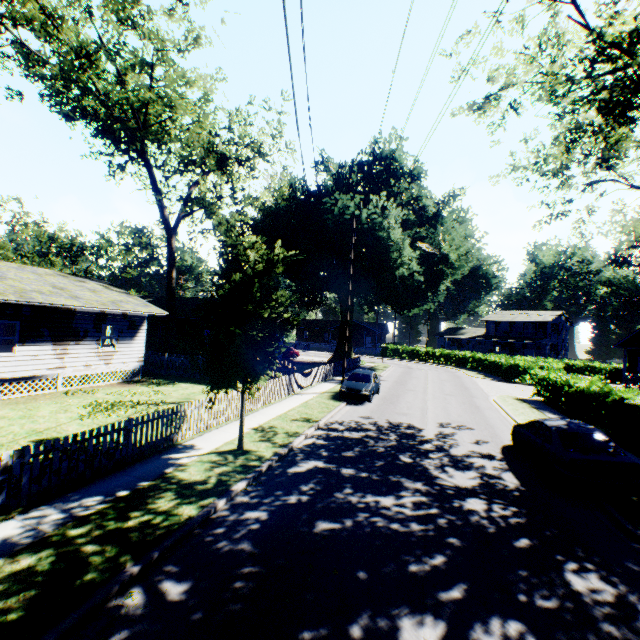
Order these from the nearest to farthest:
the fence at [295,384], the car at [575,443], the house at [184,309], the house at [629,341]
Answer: the car at [575,443]
the fence at [295,384]
the house at [629,341]
the house at [184,309]

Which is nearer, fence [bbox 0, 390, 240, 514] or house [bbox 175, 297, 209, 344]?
fence [bbox 0, 390, 240, 514]

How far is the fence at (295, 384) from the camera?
16.02m

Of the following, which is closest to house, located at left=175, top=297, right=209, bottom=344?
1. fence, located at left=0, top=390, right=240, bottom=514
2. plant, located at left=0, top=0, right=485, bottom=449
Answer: plant, located at left=0, top=0, right=485, bottom=449

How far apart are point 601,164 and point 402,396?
20.1m

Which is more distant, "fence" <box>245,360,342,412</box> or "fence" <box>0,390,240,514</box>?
"fence" <box>245,360,342,412</box>

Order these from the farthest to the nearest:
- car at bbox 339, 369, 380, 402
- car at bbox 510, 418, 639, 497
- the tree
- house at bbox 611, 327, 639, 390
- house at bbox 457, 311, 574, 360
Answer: house at bbox 457, 311, 574, 360 → house at bbox 611, 327, 639, 390 → car at bbox 339, 369, 380, 402 → the tree → car at bbox 510, 418, 639, 497

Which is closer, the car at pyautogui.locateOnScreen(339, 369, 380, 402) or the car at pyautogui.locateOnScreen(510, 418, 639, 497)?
the car at pyautogui.locateOnScreen(510, 418, 639, 497)
